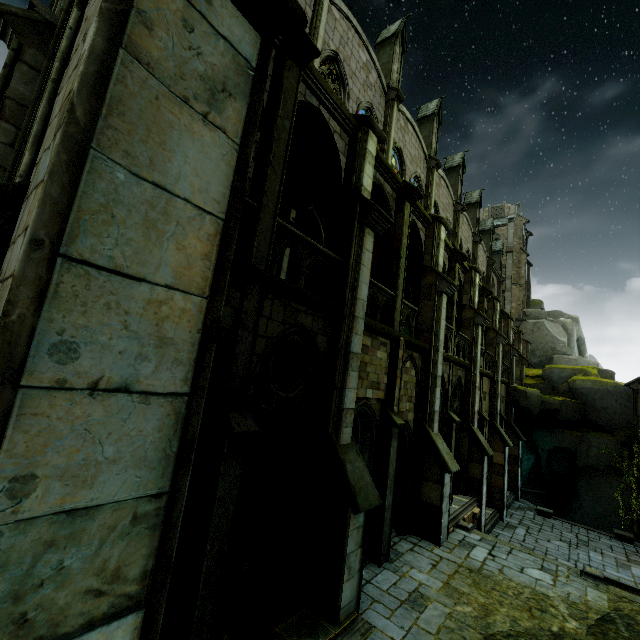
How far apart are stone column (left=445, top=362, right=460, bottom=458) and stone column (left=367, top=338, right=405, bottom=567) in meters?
5.3

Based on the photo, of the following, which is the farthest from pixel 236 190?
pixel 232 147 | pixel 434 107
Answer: pixel 434 107

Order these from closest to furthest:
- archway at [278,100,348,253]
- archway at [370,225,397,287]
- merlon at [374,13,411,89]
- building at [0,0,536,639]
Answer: building at [0,0,536,639], archway at [278,100,348,253], archway at [370,225,397,287], merlon at [374,13,411,89]

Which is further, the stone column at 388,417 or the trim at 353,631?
the stone column at 388,417

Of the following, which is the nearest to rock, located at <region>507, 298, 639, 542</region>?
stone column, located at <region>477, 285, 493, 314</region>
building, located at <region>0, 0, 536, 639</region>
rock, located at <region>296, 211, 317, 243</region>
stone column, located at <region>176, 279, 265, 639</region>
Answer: building, located at <region>0, 0, 536, 639</region>

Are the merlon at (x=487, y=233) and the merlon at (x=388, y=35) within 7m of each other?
no

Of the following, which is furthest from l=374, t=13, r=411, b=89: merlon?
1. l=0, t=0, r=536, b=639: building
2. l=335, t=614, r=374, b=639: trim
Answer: l=335, t=614, r=374, b=639: trim

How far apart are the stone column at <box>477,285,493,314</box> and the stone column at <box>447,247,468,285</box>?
4.9 meters
